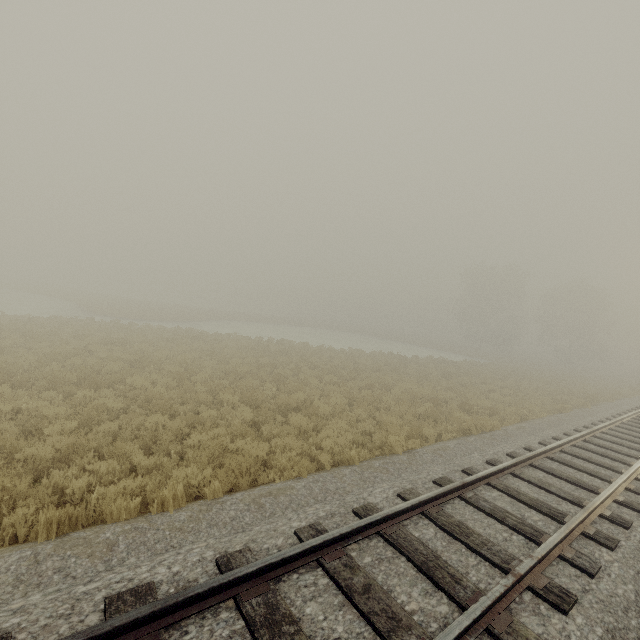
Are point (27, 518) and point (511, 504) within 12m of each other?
yes
